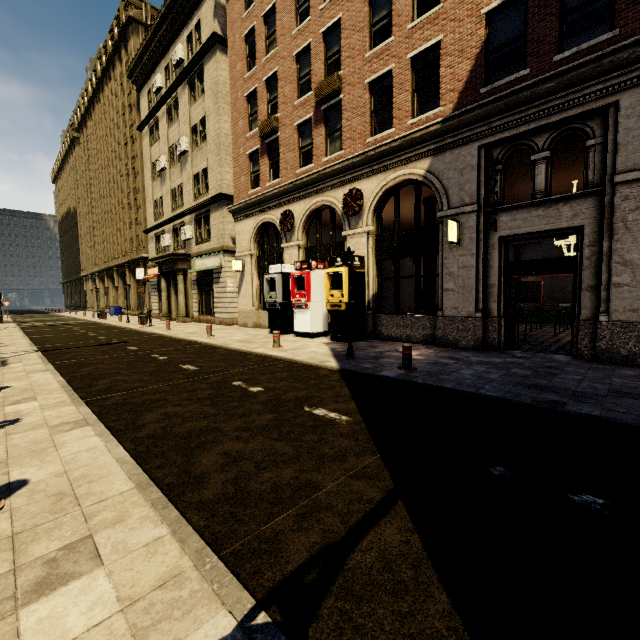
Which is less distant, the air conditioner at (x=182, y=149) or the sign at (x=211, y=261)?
the sign at (x=211, y=261)

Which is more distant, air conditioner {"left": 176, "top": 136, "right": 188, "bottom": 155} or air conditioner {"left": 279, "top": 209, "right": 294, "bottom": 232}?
air conditioner {"left": 176, "top": 136, "right": 188, "bottom": 155}

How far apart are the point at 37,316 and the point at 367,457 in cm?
4975

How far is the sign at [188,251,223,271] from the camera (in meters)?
20.01

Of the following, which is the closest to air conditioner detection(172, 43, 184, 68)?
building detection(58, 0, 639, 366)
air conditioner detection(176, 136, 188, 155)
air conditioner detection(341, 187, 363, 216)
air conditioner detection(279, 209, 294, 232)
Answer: building detection(58, 0, 639, 366)

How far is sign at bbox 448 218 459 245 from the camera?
9.3 meters

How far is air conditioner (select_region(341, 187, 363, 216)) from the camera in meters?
12.1

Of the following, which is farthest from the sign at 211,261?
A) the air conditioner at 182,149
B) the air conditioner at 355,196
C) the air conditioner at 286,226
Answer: the air conditioner at 355,196
